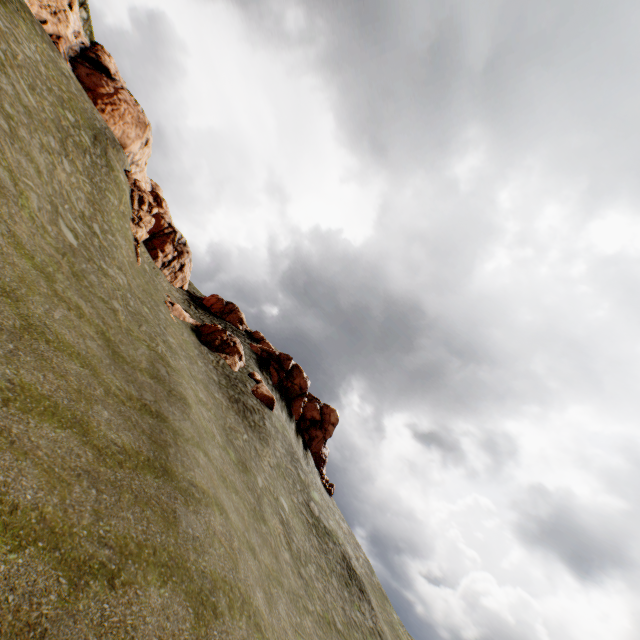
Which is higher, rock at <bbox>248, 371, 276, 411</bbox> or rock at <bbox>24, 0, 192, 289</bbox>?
rock at <bbox>24, 0, 192, 289</bbox>

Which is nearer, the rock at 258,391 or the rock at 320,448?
the rock at 258,391

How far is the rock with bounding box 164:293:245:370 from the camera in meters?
31.6

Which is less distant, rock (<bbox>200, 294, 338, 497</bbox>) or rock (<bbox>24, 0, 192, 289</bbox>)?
rock (<bbox>24, 0, 192, 289</bbox>)

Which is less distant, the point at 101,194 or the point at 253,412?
the point at 101,194

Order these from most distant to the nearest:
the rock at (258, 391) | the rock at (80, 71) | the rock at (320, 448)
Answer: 1. the rock at (320, 448)
2. the rock at (80, 71)
3. the rock at (258, 391)
